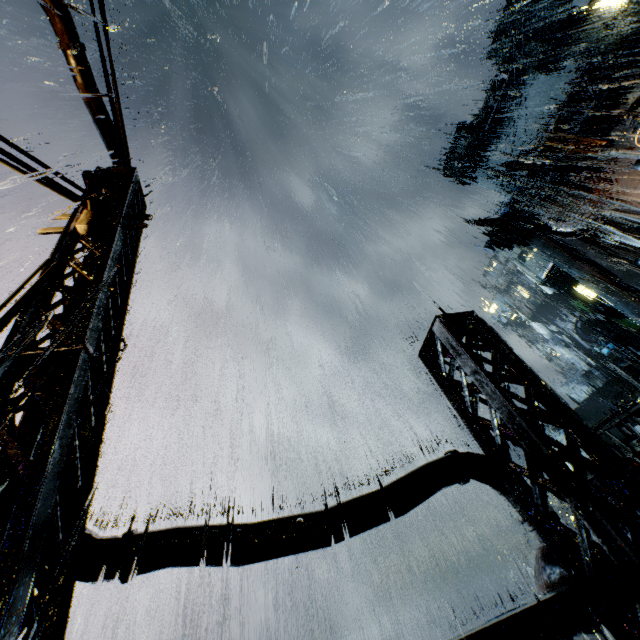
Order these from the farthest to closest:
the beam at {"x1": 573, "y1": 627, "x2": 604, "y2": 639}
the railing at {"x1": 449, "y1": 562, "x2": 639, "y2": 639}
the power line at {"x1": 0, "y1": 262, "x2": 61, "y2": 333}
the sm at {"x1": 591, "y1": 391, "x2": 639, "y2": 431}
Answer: the beam at {"x1": 573, "y1": 627, "x2": 604, "y2": 639} → the sm at {"x1": 591, "y1": 391, "x2": 639, "y2": 431} → the power line at {"x1": 0, "y1": 262, "x2": 61, "y2": 333} → the railing at {"x1": 449, "y1": 562, "x2": 639, "y2": 639}

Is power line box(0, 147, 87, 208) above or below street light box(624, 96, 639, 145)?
above

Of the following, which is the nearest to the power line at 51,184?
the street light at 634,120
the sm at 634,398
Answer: the street light at 634,120

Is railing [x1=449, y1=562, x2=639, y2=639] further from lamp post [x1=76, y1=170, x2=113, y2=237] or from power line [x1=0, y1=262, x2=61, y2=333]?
lamp post [x1=76, y1=170, x2=113, y2=237]

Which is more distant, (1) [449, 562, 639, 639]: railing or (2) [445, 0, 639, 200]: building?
(2) [445, 0, 639, 200]: building

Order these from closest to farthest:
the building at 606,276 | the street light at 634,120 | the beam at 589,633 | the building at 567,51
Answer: the street light at 634,120
the beam at 589,633
the building at 567,51
the building at 606,276

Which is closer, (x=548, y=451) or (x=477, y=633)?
(x=477, y=633)

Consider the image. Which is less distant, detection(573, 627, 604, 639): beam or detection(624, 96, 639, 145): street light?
detection(624, 96, 639, 145): street light
